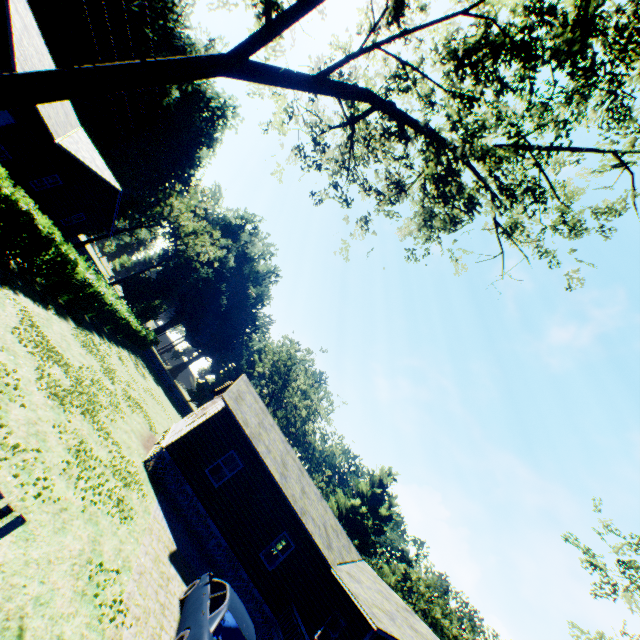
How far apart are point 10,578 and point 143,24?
59.2m

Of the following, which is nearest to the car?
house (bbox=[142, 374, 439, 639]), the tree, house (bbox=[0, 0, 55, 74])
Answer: house (bbox=[142, 374, 439, 639])

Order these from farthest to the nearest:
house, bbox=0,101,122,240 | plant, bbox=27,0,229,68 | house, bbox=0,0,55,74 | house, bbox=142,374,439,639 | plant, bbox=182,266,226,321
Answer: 1. plant, bbox=182,266,226,321
2. plant, bbox=27,0,229,68
3. house, bbox=0,101,122,240
4. house, bbox=142,374,439,639
5. house, bbox=0,0,55,74

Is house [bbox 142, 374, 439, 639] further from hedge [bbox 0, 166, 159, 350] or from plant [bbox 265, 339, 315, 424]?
plant [bbox 265, 339, 315, 424]

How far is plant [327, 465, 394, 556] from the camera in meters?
54.1 m

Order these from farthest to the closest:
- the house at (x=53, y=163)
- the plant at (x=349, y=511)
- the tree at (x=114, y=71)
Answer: the plant at (x=349, y=511) → the house at (x=53, y=163) → the tree at (x=114, y=71)

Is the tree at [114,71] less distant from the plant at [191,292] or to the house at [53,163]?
the house at [53,163]
